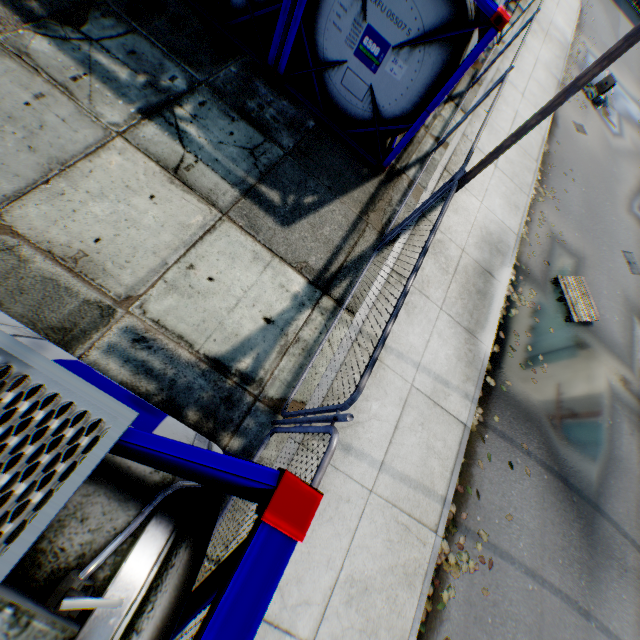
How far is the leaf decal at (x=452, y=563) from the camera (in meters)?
5.12

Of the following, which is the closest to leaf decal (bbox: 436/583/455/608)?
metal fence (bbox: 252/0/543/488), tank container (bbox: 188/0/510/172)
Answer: metal fence (bbox: 252/0/543/488)

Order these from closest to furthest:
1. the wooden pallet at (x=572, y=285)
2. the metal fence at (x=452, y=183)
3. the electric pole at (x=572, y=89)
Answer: the metal fence at (x=452, y=183), the electric pole at (x=572, y=89), the wooden pallet at (x=572, y=285)

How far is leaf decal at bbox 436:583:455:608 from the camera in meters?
4.9

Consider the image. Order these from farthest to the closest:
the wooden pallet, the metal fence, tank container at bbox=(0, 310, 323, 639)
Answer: the wooden pallet, the metal fence, tank container at bbox=(0, 310, 323, 639)

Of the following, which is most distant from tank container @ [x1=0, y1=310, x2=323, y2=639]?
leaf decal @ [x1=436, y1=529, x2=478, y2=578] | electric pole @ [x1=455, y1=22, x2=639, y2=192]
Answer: electric pole @ [x1=455, y1=22, x2=639, y2=192]

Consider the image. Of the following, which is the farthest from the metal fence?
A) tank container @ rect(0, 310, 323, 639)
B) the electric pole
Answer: the electric pole

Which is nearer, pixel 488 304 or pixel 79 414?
pixel 79 414
